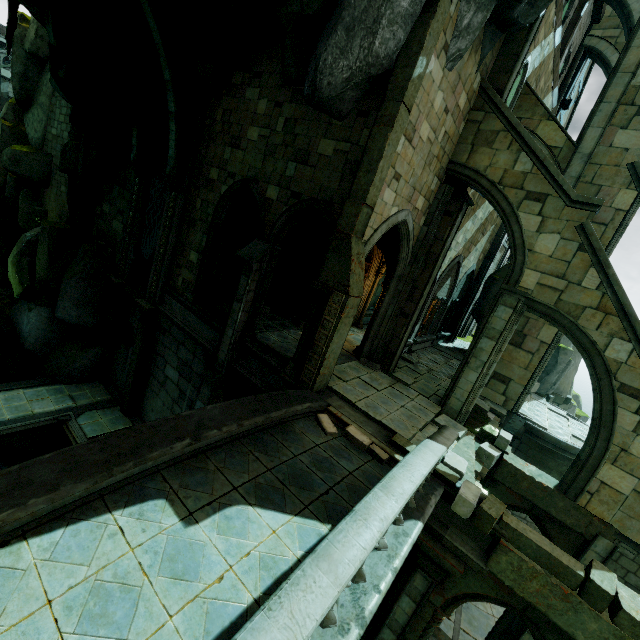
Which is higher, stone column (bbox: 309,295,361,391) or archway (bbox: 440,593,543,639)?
stone column (bbox: 309,295,361,391)

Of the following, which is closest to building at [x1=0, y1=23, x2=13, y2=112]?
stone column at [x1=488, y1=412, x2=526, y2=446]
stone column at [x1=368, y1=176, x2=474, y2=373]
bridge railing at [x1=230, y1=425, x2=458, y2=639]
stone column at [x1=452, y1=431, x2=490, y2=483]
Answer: bridge railing at [x1=230, y1=425, x2=458, y2=639]

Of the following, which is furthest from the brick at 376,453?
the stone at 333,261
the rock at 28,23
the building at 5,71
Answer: the building at 5,71

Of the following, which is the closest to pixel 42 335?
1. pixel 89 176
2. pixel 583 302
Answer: pixel 89 176

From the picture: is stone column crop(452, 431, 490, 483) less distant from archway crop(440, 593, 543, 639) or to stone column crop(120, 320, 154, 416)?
archway crop(440, 593, 543, 639)

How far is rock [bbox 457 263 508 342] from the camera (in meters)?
19.83

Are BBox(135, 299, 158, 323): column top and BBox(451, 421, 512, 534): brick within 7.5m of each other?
no

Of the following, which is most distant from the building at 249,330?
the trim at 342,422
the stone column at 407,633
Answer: the stone column at 407,633
